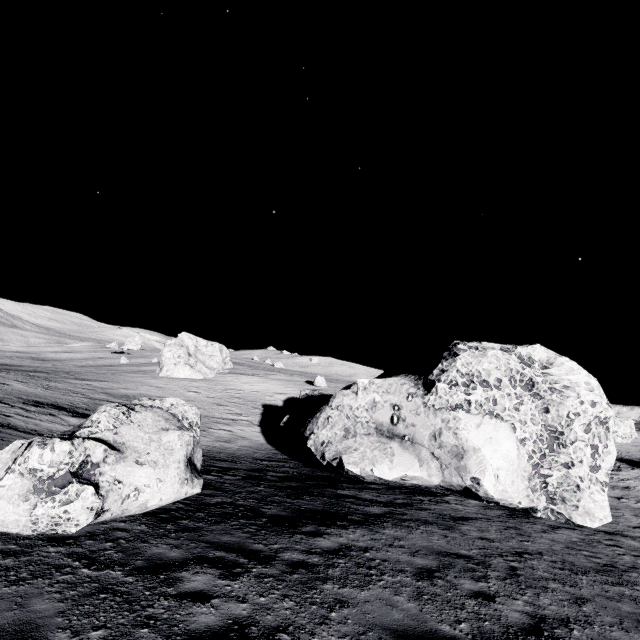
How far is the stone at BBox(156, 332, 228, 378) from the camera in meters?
50.4 m

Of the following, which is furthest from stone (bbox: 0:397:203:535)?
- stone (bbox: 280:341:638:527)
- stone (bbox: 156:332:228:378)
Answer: stone (bbox: 156:332:228:378)

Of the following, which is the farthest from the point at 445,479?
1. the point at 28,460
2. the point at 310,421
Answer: the point at 28,460

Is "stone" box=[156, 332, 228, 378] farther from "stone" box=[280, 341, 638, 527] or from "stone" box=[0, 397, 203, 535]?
"stone" box=[0, 397, 203, 535]

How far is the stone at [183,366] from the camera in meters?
50.4 m

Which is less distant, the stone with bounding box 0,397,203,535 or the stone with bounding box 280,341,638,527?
the stone with bounding box 0,397,203,535

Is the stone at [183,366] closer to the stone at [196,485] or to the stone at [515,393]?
the stone at [515,393]
